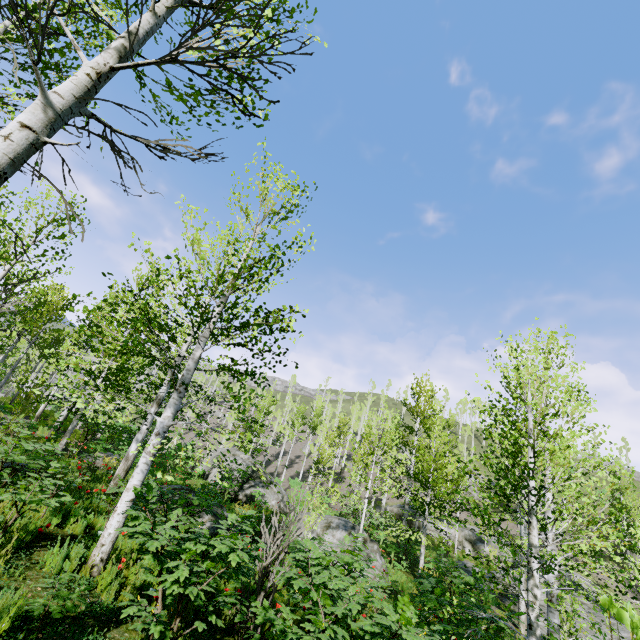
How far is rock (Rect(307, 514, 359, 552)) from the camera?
11.3 meters

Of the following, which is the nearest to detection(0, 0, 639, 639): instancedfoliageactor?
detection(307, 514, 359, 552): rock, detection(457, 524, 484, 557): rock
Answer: A: detection(457, 524, 484, 557): rock

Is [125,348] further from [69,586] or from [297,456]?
[297,456]

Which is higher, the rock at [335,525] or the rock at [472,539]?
the rock at [472,539]

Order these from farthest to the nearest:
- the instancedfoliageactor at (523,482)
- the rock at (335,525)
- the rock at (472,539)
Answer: the rock at (472,539)
the rock at (335,525)
the instancedfoliageactor at (523,482)

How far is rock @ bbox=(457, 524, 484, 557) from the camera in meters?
29.3

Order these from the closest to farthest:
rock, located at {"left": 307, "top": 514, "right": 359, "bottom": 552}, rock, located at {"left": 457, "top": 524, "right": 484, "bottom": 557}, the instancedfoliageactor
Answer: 1. the instancedfoliageactor
2. rock, located at {"left": 307, "top": 514, "right": 359, "bottom": 552}
3. rock, located at {"left": 457, "top": 524, "right": 484, "bottom": 557}
